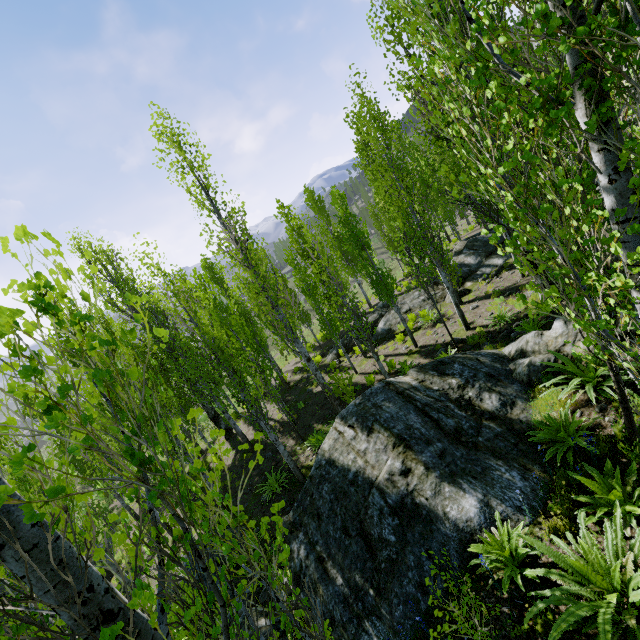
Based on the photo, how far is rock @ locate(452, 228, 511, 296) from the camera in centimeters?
1595cm

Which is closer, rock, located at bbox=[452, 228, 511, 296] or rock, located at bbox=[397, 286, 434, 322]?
rock, located at bbox=[452, 228, 511, 296]

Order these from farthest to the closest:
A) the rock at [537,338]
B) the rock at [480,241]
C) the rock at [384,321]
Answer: the rock at [384,321] < the rock at [480,241] < the rock at [537,338]

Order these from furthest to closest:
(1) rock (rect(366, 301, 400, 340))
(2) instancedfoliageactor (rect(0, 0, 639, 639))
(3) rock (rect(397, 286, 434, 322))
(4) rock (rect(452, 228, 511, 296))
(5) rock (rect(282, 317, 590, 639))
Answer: (1) rock (rect(366, 301, 400, 340)) < (3) rock (rect(397, 286, 434, 322)) < (4) rock (rect(452, 228, 511, 296)) < (5) rock (rect(282, 317, 590, 639)) < (2) instancedfoliageactor (rect(0, 0, 639, 639))

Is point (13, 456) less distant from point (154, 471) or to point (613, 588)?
point (154, 471)

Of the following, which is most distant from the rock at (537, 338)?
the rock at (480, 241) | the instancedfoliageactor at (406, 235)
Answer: the rock at (480, 241)

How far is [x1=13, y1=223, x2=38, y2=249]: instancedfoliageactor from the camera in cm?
130
